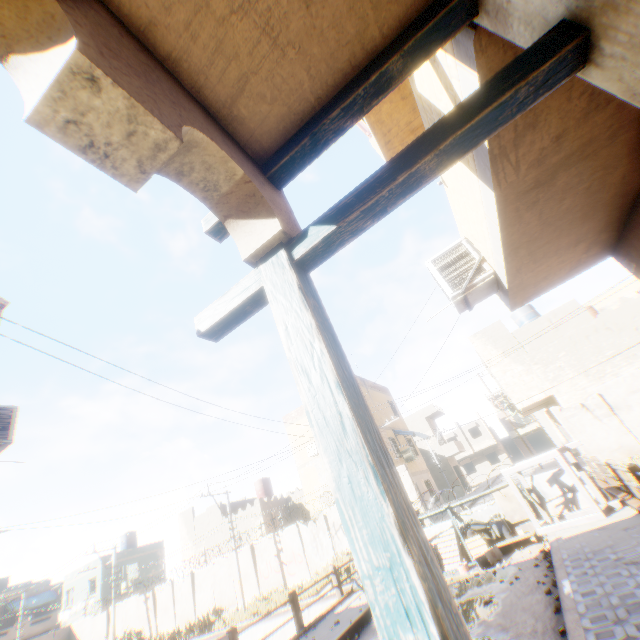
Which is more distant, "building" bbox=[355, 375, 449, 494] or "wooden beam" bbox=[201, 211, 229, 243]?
"building" bbox=[355, 375, 449, 494]

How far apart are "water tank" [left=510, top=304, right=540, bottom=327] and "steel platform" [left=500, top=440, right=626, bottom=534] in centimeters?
1625cm

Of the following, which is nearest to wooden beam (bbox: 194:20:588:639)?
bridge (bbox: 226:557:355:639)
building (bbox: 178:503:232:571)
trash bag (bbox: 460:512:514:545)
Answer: bridge (bbox: 226:557:355:639)

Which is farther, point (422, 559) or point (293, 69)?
point (293, 69)

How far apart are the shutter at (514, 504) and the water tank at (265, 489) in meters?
25.5 m

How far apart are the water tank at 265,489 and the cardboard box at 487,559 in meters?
26.3

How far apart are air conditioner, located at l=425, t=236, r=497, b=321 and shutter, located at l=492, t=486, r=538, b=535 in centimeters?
820cm

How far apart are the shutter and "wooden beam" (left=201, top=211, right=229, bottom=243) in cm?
1214
